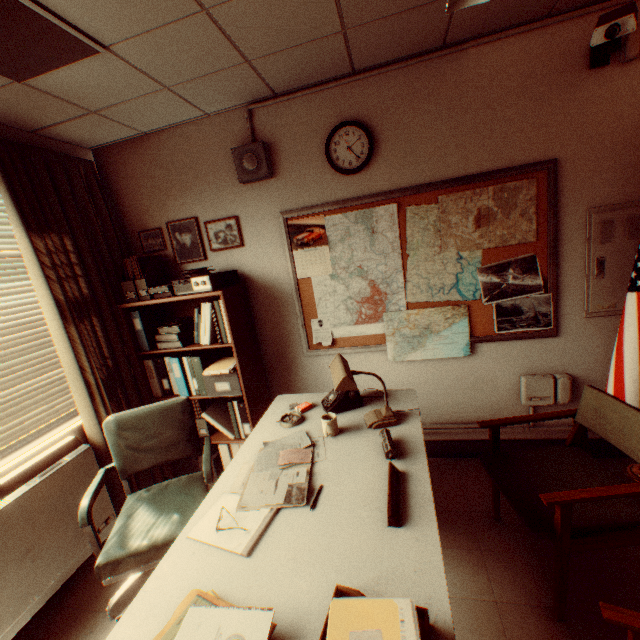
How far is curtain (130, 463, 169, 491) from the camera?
3.0 meters

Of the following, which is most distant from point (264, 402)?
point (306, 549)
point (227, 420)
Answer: point (306, 549)

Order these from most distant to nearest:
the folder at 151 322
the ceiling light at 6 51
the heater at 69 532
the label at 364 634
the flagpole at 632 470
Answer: the folder at 151 322 → the flagpole at 632 470 → the heater at 69 532 → the ceiling light at 6 51 → the label at 364 634

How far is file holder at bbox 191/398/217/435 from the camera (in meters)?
3.29

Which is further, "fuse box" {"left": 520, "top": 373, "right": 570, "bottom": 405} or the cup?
"fuse box" {"left": 520, "top": 373, "right": 570, "bottom": 405}

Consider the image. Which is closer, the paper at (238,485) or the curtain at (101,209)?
the paper at (238,485)

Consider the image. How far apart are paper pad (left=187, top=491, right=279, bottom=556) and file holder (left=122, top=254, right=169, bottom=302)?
2.1m

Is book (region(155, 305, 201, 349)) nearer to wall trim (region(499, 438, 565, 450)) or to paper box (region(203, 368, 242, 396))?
paper box (region(203, 368, 242, 396))
